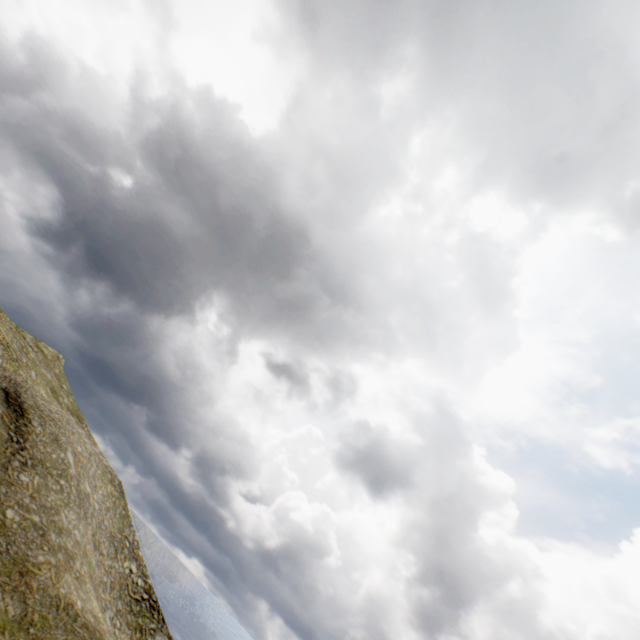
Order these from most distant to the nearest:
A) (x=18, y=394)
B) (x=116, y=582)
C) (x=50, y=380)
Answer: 1. (x=50, y=380)
2. (x=116, y=582)
3. (x=18, y=394)
